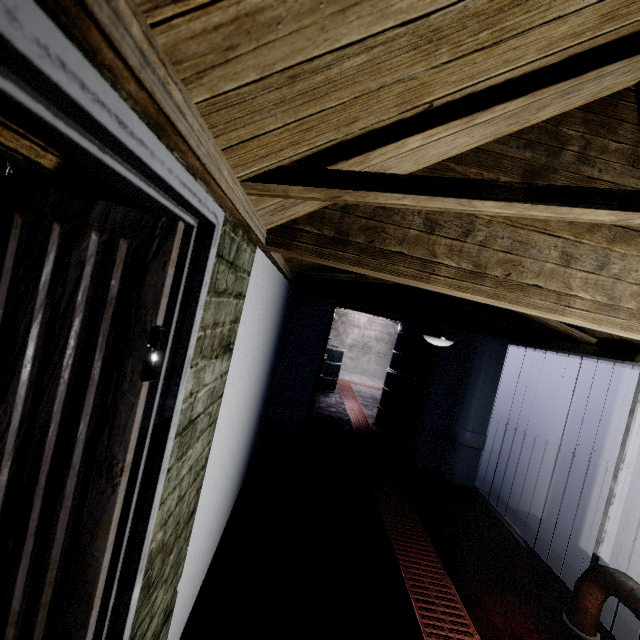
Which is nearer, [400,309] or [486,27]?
[486,27]

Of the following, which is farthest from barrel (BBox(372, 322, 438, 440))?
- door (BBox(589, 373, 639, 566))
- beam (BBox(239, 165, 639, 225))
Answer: beam (BBox(239, 165, 639, 225))

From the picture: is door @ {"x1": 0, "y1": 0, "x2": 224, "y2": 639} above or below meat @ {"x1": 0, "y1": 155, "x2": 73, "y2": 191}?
below

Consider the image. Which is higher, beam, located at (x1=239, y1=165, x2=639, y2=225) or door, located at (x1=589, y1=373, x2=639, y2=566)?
beam, located at (x1=239, y1=165, x2=639, y2=225)

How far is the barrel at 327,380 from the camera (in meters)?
5.65

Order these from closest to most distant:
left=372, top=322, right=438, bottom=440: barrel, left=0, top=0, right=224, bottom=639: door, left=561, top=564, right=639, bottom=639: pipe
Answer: left=0, top=0, right=224, bottom=639: door < left=561, top=564, right=639, bottom=639: pipe < left=372, top=322, right=438, bottom=440: barrel

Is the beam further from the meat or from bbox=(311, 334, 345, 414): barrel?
bbox=(311, 334, 345, 414): barrel

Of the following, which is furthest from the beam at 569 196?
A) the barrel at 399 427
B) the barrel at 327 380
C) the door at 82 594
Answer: the barrel at 327 380
